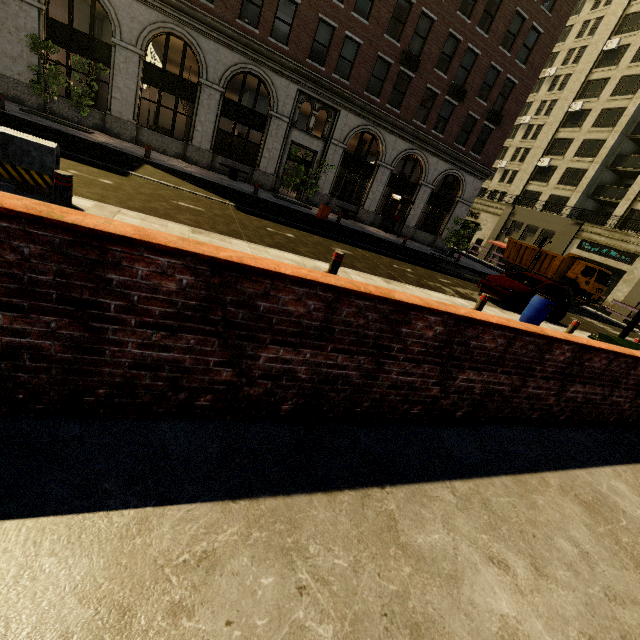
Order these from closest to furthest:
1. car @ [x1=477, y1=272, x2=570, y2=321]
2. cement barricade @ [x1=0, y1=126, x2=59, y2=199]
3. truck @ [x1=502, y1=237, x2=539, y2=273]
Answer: cement barricade @ [x1=0, y1=126, x2=59, y2=199], car @ [x1=477, y1=272, x2=570, y2=321], truck @ [x1=502, y1=237, x2=539, y2=273]

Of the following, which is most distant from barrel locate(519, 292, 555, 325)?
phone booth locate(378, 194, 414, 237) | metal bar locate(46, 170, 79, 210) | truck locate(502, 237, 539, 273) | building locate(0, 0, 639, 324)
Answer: truck locate(502, 237, 539, 273)

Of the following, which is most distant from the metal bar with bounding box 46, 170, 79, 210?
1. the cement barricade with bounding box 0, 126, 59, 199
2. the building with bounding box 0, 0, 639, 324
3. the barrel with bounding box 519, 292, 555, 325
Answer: the building with bounding box 0, 0, 639, 324

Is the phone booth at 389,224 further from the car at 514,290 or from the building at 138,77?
the car at 514,290

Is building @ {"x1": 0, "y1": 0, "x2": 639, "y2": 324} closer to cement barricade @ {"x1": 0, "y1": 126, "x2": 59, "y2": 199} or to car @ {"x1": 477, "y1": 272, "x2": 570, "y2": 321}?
car @ {"x1": 477, "y1": 272, "x2": 570, "y2": 321}

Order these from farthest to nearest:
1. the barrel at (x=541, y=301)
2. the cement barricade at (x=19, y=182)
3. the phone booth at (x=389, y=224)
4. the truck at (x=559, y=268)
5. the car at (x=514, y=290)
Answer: the truck at (x=559, y=268)
the phone booth at (x=389, y=224)
the car at (x=514, y=290)
the barrel at (x=541, y=301)
the cement barricade at (x=19, y=182)

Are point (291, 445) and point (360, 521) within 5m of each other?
yes

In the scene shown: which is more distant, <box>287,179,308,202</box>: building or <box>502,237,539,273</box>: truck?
<box>502,237,539,273</box>: truck
